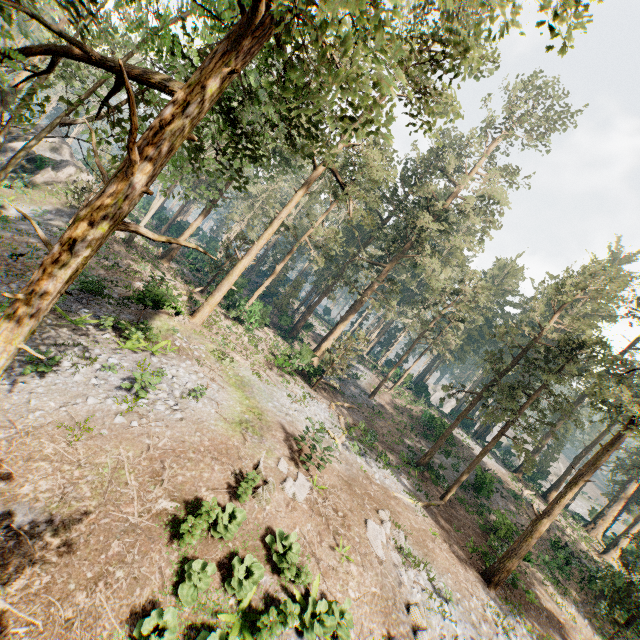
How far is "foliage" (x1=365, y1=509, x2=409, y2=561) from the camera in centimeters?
1294cm

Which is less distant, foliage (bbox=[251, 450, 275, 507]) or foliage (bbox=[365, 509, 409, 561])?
foliage (bbox=[251, 450, 275, 507])

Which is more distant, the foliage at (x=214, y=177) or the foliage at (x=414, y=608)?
the foliage at (x=414, y=608)

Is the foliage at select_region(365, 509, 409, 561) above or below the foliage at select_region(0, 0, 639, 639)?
below

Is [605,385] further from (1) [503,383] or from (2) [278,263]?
(2) [278,263]

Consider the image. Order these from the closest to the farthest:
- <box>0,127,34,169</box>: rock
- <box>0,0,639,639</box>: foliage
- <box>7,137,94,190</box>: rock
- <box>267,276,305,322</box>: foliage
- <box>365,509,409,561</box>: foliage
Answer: <box>0,0,639,639</box>: foliage → <box>365,509,409,561</box>: foliage → <box>7,137,94,190</box>: rock → <box>0,127,34,169</box>: rock → <box>267,276,305,322</box>: foliage

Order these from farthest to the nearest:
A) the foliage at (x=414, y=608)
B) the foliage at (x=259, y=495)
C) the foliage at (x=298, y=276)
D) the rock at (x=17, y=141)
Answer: the foliage at (x=298, y=276) < the rock at (x=17, y=141) < the foliage at (x=259, y=495) < the foliage at (x=414, y=608)
